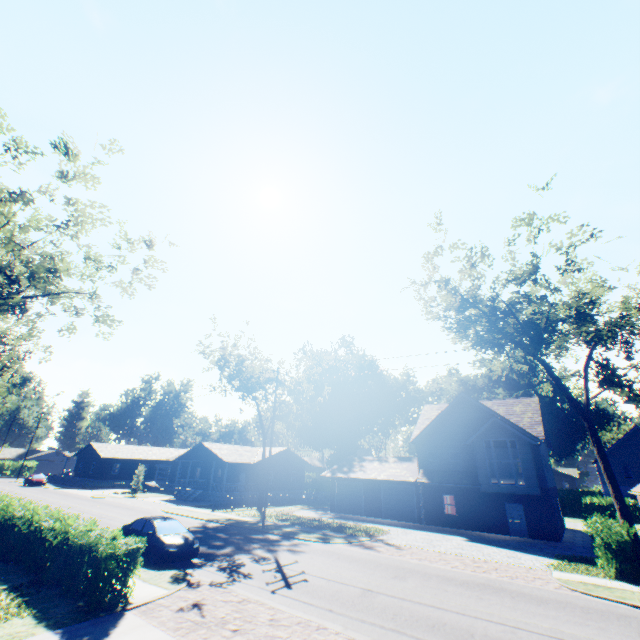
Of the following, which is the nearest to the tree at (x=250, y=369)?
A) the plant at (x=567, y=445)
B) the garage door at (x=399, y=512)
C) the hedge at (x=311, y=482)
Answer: the garage door at (x=399, y=512)

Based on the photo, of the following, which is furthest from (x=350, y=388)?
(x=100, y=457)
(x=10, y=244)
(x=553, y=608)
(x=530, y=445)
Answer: (x=10, y=244)

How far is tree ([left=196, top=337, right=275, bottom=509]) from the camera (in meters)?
33.69

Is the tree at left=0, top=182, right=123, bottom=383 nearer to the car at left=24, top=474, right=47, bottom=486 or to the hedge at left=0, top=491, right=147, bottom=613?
the hedge at left=0, top=491, right=147, bottom=613

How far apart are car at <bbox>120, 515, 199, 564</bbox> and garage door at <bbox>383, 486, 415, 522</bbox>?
20.8 meters

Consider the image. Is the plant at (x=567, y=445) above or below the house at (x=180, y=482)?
above

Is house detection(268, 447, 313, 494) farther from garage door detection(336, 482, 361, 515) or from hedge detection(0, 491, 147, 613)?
hedge detection(0, 491, 147, 613)

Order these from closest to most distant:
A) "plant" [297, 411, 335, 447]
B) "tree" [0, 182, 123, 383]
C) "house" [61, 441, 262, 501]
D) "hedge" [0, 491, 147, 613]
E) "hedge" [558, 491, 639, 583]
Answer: "hedge" [0, 491, 147, 613]
"hedge" [558, 491, 639, 583]
"tree" [0, 182, 123, 383]
"house" [61, 441, 262, 501]
"plant" [297, 411, 335, 447]
